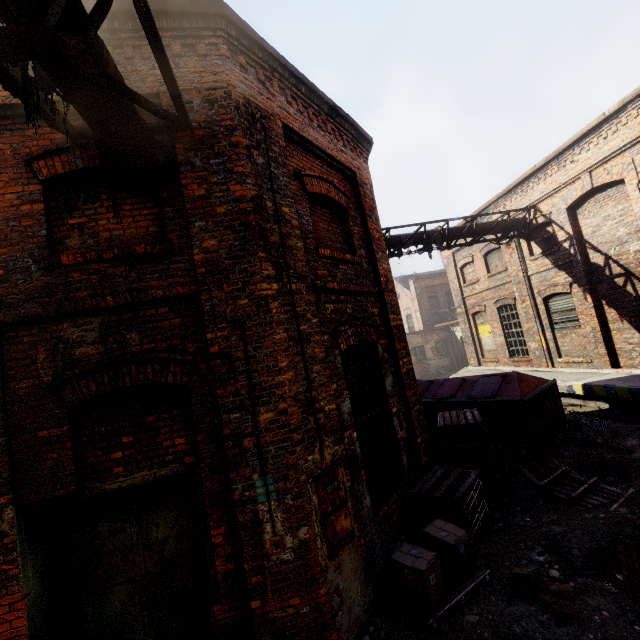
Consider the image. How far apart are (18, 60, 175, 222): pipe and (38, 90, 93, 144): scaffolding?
0.0m

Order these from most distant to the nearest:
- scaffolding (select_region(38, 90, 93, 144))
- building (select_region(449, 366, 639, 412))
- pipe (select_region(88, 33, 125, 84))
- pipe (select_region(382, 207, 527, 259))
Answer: pipe (select_region(382, 207, 527, 259)) → building (select_region(449, 366, 639, 412)) → scaffolding (select_region(38, 90, 93, 144)) → pipe (select_region(88, 33, 125, 84))

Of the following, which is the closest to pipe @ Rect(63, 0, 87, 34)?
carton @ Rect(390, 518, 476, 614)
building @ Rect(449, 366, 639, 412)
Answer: carton @ Rect(390, 518, 476, 614)

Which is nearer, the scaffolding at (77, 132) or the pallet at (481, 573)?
the scaffolding at (77, 132)

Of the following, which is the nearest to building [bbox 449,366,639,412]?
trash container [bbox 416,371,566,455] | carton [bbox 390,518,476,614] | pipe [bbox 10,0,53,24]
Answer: trash container [bbox 416,371,566,455]

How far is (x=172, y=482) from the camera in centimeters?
407cm

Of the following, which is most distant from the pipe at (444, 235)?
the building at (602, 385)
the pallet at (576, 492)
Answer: the pallet at (576, 492)

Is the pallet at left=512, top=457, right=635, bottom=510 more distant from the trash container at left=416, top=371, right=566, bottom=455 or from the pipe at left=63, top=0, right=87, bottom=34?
the pipe at left=63, top=0, right=87, bottom=34
